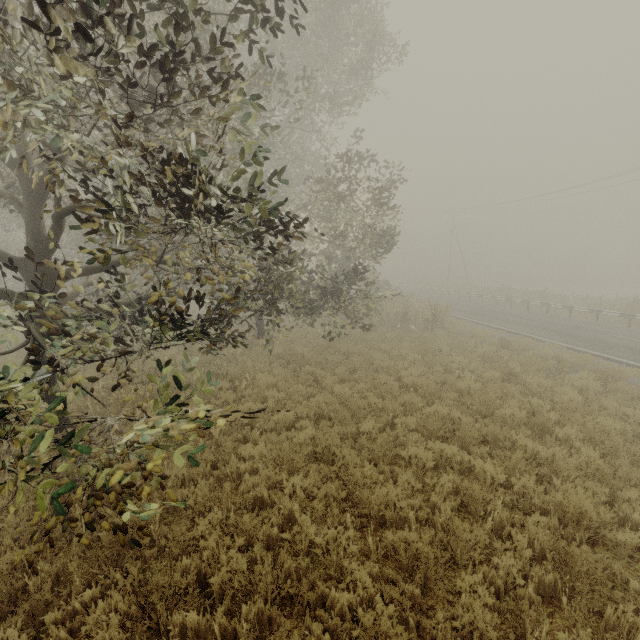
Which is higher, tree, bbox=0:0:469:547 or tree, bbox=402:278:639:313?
tree, bbox=0:0:469:547

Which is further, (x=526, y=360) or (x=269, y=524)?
(x=526, y=360)

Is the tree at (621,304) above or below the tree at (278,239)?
below

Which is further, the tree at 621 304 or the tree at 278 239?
the tree at 621 304

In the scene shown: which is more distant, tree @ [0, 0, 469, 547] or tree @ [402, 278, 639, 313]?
tree @ [402, 278, 639, 313]
